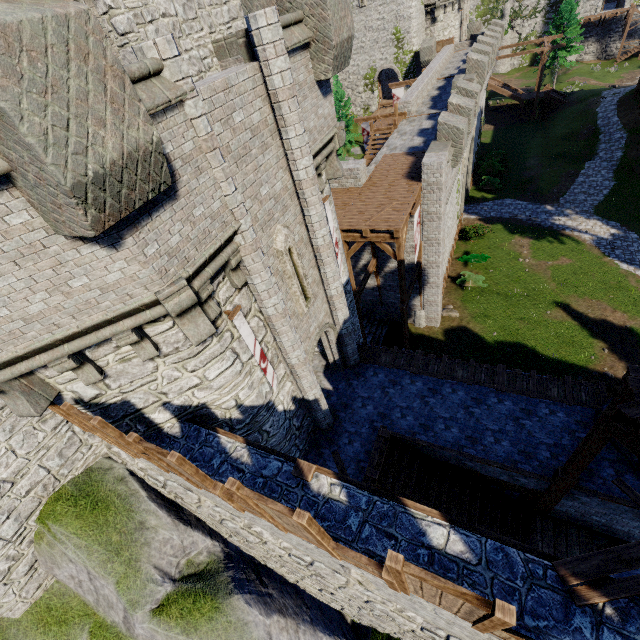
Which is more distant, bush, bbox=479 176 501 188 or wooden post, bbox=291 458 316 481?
bush, bbox=479 176 501 188

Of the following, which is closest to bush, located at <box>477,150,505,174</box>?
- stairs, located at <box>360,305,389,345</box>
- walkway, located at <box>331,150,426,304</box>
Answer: walkway, located at <box>331,150,426,304</box>

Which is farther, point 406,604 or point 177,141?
point 406,604

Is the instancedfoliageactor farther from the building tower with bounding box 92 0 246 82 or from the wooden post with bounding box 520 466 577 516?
the wooden post with bounding box 520 466 577 516

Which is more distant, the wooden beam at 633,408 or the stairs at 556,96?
the stairs at 556,96

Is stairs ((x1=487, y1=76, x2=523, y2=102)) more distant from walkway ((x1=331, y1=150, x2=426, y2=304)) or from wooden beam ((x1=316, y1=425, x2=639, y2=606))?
wooden beam ((x1=316, y1=425, x2=639, y2=606))

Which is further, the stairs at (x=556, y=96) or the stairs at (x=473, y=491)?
the stairs at (x=556, y=96)

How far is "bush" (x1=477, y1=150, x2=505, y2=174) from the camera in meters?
34.3
